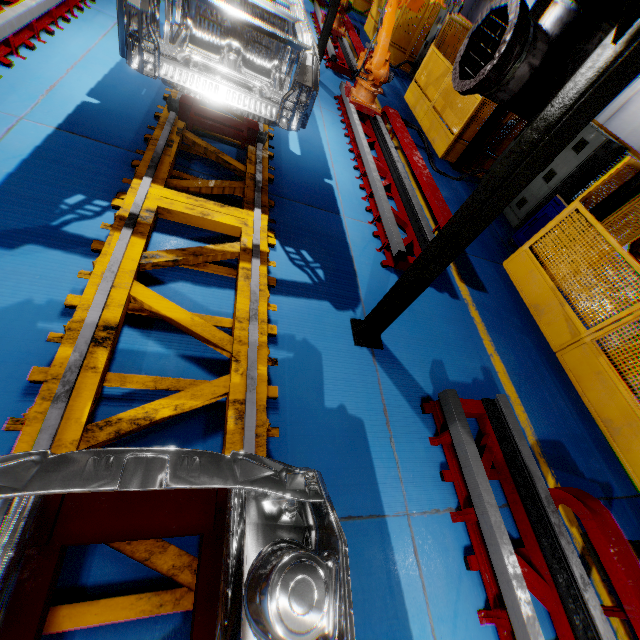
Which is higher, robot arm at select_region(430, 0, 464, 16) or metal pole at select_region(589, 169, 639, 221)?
robot arm at select_region(430, 0, 464, 16)

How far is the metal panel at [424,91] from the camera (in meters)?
7.97

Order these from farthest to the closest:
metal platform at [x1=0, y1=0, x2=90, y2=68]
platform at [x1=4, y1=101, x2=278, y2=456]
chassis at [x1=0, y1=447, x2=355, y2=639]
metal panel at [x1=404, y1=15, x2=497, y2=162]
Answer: metal panel at [x1=404, y1=15, x2=497, y2=162], metal platform at [x1=0, y1=0, x2=90, y2=68], platform at [x1=4, y1=101, x2=278, y2=456], chassis at [x1=0, y1=447, x2=355, y2=639]

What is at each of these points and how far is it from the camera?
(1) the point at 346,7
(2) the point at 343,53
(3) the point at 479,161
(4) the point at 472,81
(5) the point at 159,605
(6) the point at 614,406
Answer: (1) robot arm, 10.1m
(2) metal platform, 9.9m
(3) metal panel, 8.8m
(4) pipe cover, 2.4m
(5) platform, 1.8m
(6) metal panel, 4.3m

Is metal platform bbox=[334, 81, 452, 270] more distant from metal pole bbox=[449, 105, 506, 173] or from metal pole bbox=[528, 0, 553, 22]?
metal pole bbox=[528, 0, 553, 22]

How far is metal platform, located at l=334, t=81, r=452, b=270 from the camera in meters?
4.7

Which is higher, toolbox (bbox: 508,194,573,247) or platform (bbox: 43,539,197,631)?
toolbox (bbox: 508,194,573,247)

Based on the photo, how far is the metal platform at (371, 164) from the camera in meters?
4.7 m
